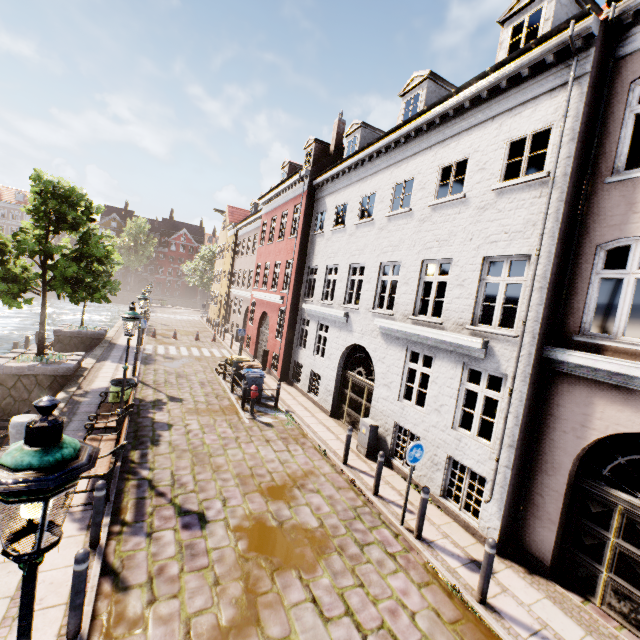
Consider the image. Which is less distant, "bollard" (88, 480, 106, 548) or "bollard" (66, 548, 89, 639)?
"bollard" (66, 548, 89, 639)

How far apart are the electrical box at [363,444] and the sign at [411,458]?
2.93m

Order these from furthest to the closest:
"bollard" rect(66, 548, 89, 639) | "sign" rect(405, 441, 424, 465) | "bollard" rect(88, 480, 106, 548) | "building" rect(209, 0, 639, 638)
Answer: "sign" rect(405, 441, 424, 465)
"building" rect(209, 0, 639, 638)
"bollard" rect(88, 480, 106, 548)
"bollard" rect(66, 548, 89, 639)

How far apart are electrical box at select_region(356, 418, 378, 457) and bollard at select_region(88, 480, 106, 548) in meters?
6.8 m

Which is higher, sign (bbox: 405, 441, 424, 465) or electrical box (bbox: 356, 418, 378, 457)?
sign (bbox: 405, 441, 424, 465)

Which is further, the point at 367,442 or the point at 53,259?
the point at 53,259

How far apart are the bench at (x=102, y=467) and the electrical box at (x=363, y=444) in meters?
6.4

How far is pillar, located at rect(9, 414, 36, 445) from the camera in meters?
6.9 m
